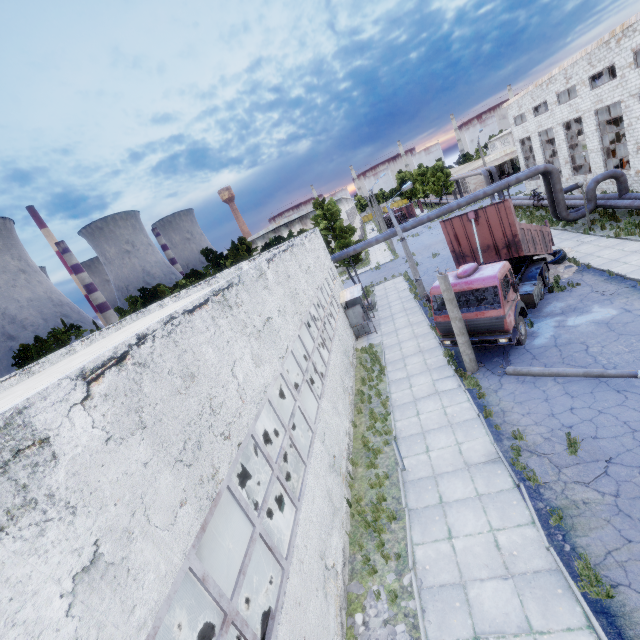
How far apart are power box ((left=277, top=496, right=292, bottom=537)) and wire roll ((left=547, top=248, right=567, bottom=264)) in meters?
18.9

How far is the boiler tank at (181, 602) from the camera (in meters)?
9.33

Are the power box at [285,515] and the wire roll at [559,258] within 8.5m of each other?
no

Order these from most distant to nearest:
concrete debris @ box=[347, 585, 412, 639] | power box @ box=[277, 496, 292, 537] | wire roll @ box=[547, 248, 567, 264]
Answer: wire roll @ box=[547, 248, 567, 264] → power box @ box=[277, 496, 292, 537] → concrete debris @ box=[347, 585, 412, 639]

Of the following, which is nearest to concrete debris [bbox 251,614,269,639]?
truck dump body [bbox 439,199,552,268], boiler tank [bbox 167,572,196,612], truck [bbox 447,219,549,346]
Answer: boiler tank [bbox 167,572,196,612]

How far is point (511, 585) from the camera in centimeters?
672cm

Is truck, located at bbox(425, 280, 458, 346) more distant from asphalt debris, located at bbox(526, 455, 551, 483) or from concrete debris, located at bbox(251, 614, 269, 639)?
concrete debris, located at bbox(251, 614, 269, 639)

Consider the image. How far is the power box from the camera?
7.5 meters
